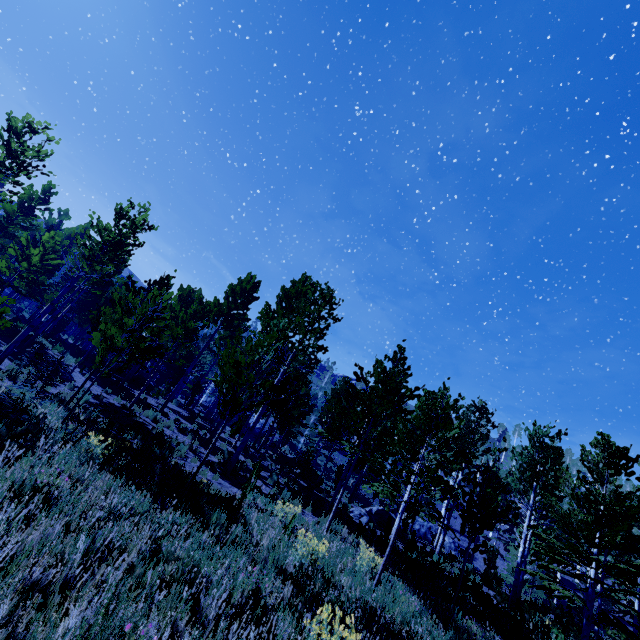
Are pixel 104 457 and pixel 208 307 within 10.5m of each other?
no

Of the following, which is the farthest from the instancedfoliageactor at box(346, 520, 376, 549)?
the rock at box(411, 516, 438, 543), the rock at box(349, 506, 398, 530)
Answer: the rock at box(411, 516, 438, 543)

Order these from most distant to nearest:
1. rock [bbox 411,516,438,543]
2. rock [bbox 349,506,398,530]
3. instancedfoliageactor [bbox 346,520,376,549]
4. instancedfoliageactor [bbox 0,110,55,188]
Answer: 1. rock [bbox 411,516,438,543]
2. rock [bbox 349,506,398,530]
3. instancedfoliageactor [bbox 0,110,55,188]
4. instancedfoliageactor [bbox 346,520,376,549]

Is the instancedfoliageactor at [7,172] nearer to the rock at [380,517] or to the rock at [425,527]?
the rock at [380,517]

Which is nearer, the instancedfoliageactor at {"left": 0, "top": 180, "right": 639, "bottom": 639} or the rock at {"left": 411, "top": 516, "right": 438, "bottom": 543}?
the instancedfoliageactor at {"left": 0, "top": 180, "right": 639, "bottom": 639}

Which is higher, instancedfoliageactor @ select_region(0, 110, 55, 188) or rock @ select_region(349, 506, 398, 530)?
instancedfoliageactor @ select_region(0, 110, 55, 188)

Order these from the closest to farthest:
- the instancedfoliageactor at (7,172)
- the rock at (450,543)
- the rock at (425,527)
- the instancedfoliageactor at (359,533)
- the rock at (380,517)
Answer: the instancedfoliageactor at (359,533) < the instancedfoliageactor at (7,172) < the rock at (380,517) < the rock at (450,543) < the rock at (425,527)
